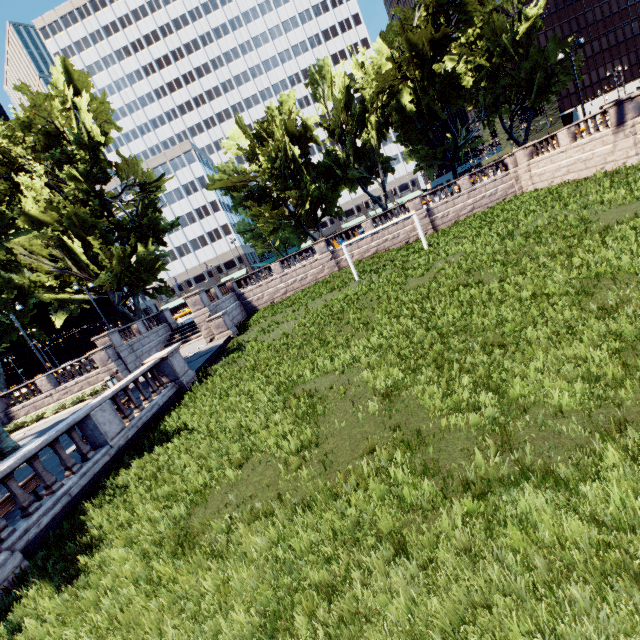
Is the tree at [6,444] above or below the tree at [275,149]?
below

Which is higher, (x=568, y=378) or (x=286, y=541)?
(x=286, y=541)

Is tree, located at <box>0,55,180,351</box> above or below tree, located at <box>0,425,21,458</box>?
above

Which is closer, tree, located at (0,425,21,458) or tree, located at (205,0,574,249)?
tree, located at (0,425,21,458)

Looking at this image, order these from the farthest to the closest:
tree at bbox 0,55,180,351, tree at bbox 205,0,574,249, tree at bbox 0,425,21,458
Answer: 1. tree at bbox 205,0,574,249
2. tree at bbox 0,55,180,351
3. tree at bbox 0,425,21,458
